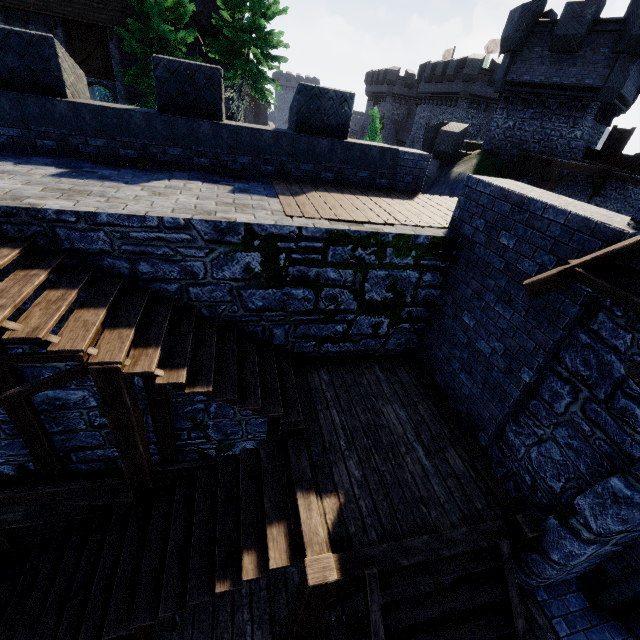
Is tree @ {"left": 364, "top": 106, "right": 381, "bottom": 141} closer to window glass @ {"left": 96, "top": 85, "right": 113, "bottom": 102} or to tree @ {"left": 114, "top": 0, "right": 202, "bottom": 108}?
tree @ {"left": 114, "top": 0, "right": 202, "bottom": 108}

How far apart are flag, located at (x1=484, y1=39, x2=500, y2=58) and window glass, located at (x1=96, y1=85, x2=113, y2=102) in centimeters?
Answer: 4372cm

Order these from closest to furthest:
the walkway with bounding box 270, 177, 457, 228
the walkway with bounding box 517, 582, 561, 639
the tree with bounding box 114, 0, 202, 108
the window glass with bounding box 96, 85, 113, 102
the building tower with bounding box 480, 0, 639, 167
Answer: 1. the walkway with bounding box 517, 582, 561, 639
2. the walkway with bounding box 270, 177, 457, 228
3. the building tower with bounding box 480, 0, 639, 167
4. the tree with bounding box 114, 0, 202, 108
5. the window glass with bounding box 96, 85, 113, 102

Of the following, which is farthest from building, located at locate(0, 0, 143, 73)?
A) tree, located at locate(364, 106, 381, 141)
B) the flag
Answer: the flag

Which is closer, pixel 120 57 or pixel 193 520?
pixel 193 520

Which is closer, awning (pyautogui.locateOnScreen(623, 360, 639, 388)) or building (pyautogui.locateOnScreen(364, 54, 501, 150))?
awning (pyautogui.locateOnScreen(623, 360, 639, 388))

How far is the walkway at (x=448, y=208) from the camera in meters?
5.9 m

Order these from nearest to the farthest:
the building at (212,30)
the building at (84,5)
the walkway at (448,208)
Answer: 1. the walkway at (448,208)
2. the building at (84,5)
3. the building at (212,30)
